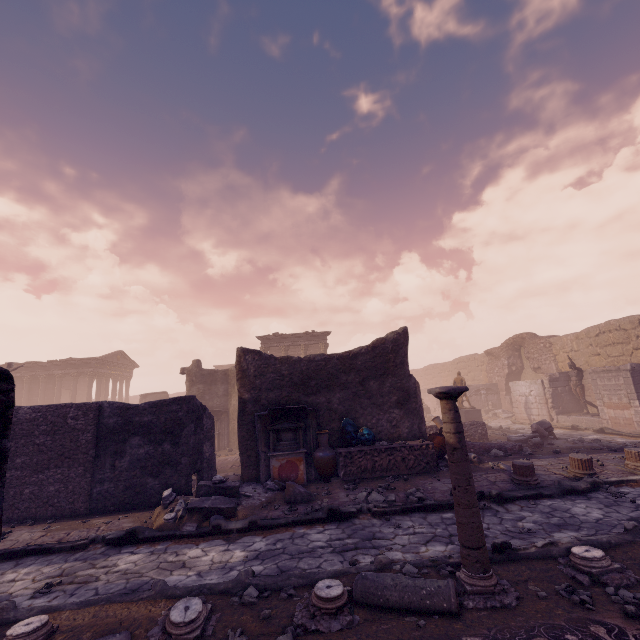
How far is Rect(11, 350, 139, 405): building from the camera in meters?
30.6 m

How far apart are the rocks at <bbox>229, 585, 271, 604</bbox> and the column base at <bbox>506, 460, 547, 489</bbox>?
6.46m

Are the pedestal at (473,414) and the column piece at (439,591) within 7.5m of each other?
no

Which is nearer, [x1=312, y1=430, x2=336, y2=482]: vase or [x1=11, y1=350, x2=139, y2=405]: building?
[x1=312, y1=430, x2=336, y2=482]: vase

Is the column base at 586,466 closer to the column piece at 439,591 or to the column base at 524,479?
the column base at 524,479

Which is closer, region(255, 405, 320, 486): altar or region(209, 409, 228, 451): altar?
region(255, 405, 320, 486): altar

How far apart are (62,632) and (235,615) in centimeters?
201cm

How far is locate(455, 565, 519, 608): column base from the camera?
3.7 meters
